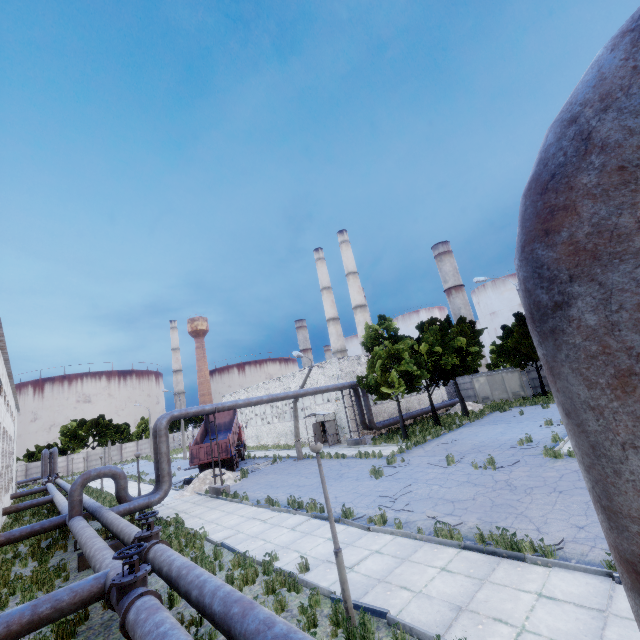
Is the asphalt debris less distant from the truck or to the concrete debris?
the concrete debris

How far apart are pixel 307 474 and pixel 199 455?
9.5m

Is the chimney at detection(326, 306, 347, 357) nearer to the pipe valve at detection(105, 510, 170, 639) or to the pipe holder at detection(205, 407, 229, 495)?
the pipe holder at detection(205, 407, 229, 495)

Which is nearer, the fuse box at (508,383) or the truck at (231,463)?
the truck at (231,463)

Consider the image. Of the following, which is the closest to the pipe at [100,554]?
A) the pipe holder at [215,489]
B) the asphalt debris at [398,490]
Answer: the pipe holder at [215,489]

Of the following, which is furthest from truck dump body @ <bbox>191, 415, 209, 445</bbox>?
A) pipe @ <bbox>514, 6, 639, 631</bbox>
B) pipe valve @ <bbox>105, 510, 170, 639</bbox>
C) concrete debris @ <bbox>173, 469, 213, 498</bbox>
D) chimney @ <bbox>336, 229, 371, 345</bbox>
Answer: chimney @ <bbox>336, 229, 371, 345</bbox>

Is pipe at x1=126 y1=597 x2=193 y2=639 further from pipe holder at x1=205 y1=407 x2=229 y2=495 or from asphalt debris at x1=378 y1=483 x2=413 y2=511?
pipe holder at x1=205 y1=407 x2=229 y2=495

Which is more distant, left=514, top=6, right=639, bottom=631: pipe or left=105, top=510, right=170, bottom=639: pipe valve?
left=105, top=510, right=170, bottom=639: pipe valve
